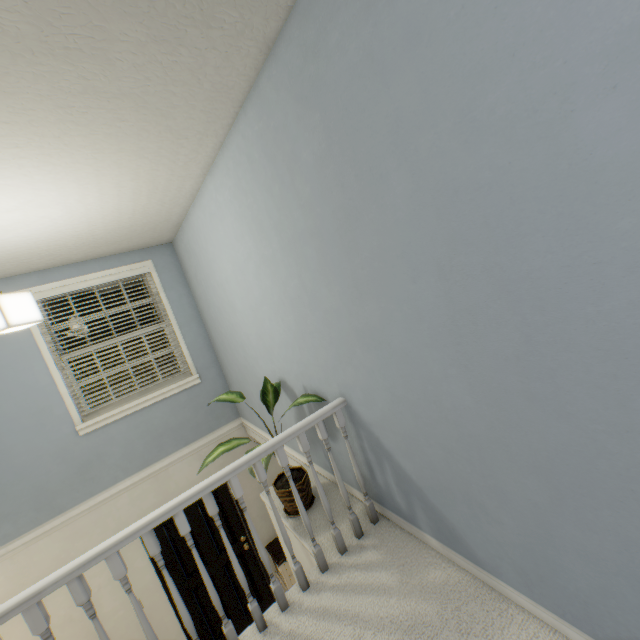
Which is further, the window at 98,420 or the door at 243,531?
the door at 243,531

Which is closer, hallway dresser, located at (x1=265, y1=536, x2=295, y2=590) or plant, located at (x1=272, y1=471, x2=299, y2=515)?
plant, located at (x1=272, y1=471, x2=299, y2=515)

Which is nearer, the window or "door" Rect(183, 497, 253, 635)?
the window

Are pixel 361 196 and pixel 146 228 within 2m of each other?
Answer: no

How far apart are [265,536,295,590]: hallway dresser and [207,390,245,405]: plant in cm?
235

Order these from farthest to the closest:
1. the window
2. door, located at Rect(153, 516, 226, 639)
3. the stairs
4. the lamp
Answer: door, located at Rect(153, 516, 226, 639) < the window < the lamp < the stairs

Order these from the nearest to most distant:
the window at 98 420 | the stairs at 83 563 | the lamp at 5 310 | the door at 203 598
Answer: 1. the stairs at 83 563
2. the lamp at 5 310
3. the window at 98 420
4. the door at 203 598
